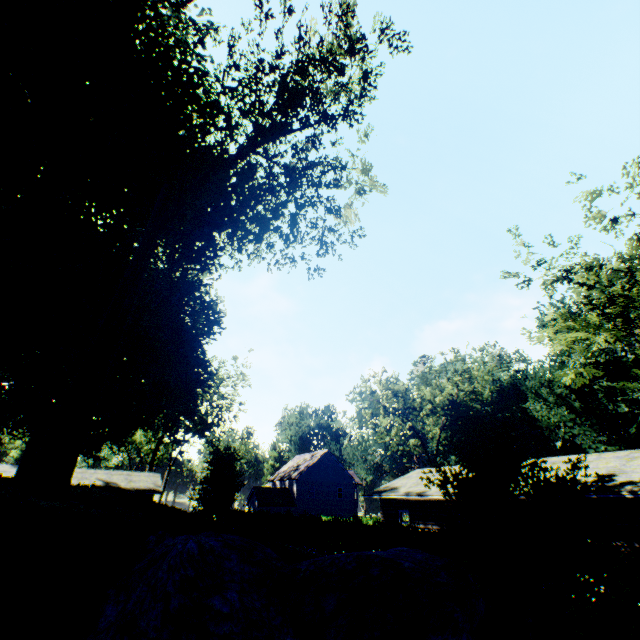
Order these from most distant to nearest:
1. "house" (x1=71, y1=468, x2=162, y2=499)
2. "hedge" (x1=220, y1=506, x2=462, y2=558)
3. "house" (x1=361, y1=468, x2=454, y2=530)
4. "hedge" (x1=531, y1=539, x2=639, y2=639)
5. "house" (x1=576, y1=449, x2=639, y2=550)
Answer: "house" (x1=71, y1=468, x2=162, y2=499) < "house" (x1=361, y1=468, x2=454, y2=530) < "house" (x1=576, y1=449, x2=639, y2=550) < "hedge" (x1=220, y1=506, x2=462, y2=558) < "hedge" (x1=531, y1=539, x2=639, y2=639)

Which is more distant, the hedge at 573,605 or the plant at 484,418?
the hedge at 573,605

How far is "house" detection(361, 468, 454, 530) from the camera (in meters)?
20.64

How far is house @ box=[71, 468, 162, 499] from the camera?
33.47m

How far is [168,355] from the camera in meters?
25.0 m

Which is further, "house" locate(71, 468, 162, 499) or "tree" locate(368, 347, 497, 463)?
"tree" locate(368, 347, 497, 463)

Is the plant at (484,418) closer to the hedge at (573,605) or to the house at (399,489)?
the hedge at (573,605)

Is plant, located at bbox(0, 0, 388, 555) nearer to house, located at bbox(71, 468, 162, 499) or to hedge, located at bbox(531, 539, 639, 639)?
house, located at bbox(71, 468, 162, 499)
